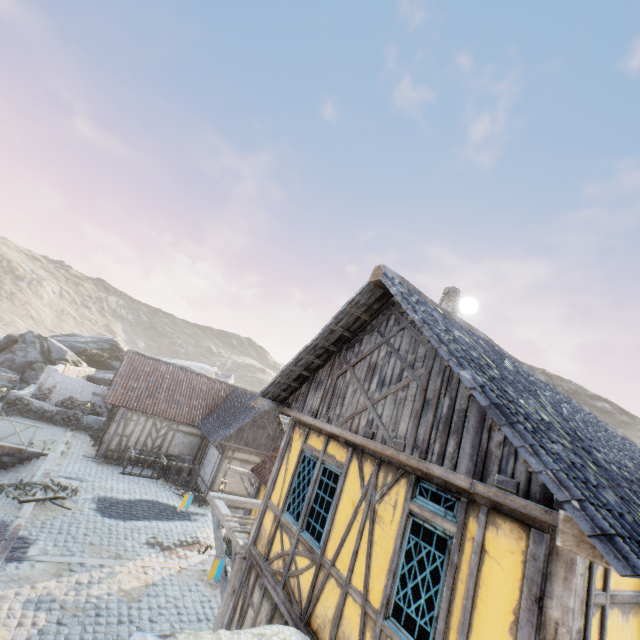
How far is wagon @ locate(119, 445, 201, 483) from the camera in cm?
1697

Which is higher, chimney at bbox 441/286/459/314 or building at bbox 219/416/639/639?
chimney at bbox 441/286/459/314

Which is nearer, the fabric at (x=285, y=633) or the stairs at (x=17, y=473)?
the fabric at (x=285, y=633)

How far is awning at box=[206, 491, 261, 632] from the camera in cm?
705

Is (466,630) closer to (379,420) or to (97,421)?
(379,420)

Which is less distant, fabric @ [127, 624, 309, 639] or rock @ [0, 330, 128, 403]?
fabric @ [127, 624, 309, 639]

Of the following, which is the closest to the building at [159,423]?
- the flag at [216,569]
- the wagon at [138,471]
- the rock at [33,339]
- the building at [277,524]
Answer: the wagon at [138,471]

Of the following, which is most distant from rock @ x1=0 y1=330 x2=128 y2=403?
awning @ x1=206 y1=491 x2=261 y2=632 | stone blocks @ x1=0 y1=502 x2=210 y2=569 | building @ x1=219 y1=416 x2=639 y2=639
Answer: awning @ x1=206 y1=491 x2=261 y2=632
